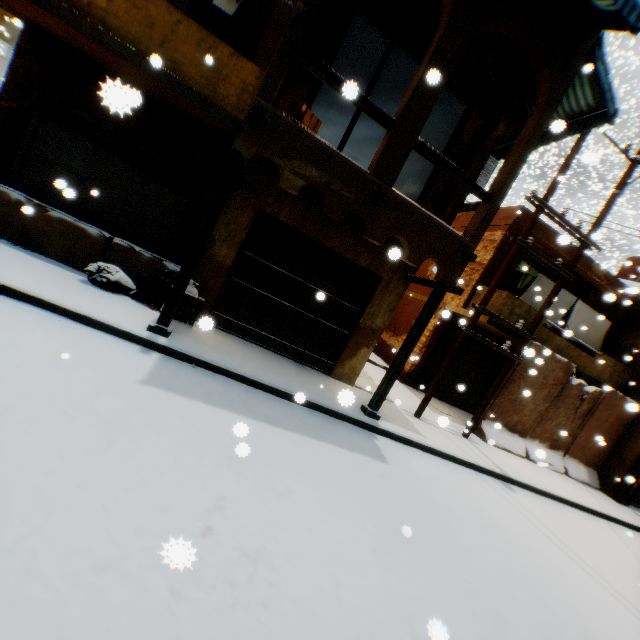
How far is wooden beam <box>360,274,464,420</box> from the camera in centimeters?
648cm

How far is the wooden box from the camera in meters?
5.8

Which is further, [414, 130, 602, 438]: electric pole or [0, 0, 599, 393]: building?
[414, 130, 602, 438]: electric pole

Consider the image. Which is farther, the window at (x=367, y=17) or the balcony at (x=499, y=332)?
the balcony at (x=499, y=332)

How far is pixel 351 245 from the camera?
7.4 meters

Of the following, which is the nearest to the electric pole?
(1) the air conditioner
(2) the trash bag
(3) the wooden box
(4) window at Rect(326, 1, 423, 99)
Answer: (1) the air conditioner

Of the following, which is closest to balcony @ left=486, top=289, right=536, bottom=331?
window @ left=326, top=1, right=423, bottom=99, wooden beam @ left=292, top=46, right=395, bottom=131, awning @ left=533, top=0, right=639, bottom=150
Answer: awning @ left=533, top=0, right=639, bottom=150

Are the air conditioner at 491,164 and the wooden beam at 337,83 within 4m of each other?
yes
